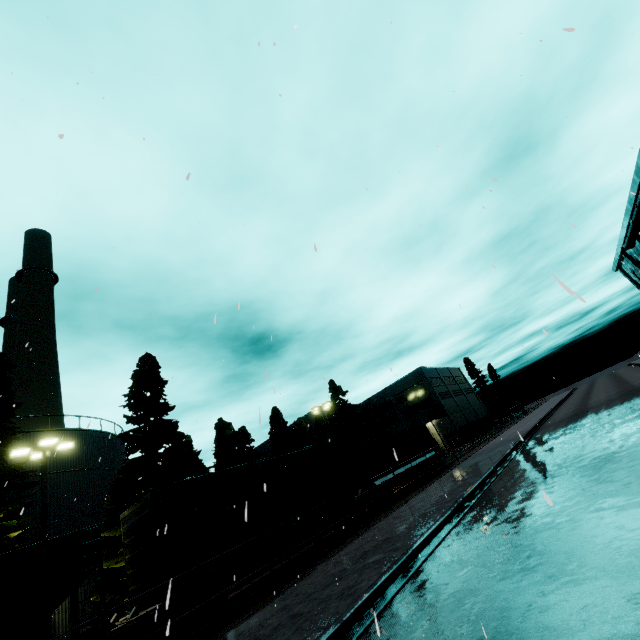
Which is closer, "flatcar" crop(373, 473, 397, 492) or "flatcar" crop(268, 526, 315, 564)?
"flatcar" crop(268, 526, 315, 564)

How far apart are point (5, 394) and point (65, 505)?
8.5m

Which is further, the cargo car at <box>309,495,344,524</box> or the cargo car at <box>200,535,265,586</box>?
the cargo car at <box>309,495,344,524</box>

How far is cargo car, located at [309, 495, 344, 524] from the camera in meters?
16.1

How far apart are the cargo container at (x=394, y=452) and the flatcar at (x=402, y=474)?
0.0 meters

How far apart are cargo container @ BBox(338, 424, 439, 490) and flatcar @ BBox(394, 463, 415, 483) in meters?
0.0 m

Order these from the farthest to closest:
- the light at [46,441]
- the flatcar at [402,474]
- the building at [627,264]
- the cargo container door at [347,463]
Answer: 1. the building at [627,264]
2. the flatcar at [402,474]
3. the cargo container door at [347,463]
4. the light at [46,441]
